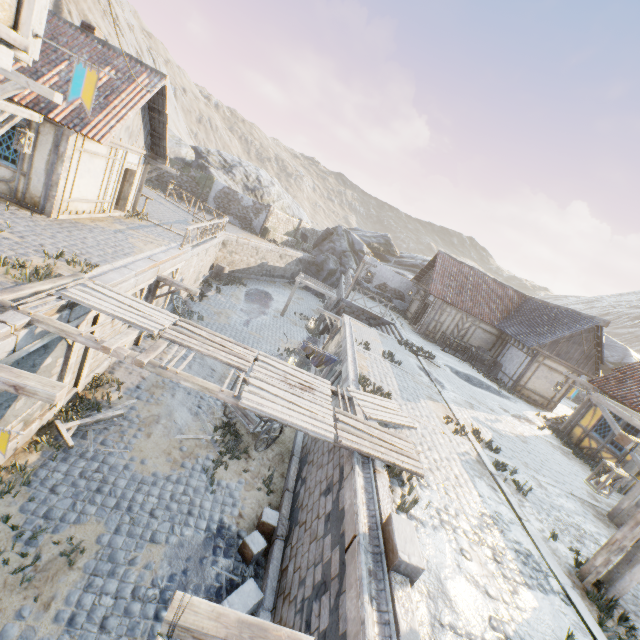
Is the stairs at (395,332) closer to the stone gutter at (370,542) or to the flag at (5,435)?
the stone gutter at (370,542)

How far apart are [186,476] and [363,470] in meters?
4.8 m

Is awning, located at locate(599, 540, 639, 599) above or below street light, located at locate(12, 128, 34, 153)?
below

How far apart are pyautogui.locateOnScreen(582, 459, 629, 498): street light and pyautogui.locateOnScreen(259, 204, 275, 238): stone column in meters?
29.8 m

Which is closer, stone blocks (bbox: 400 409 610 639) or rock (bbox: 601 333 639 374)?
stone blocks (bbox: 400 409 610 639)

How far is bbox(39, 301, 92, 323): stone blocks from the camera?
6.2m

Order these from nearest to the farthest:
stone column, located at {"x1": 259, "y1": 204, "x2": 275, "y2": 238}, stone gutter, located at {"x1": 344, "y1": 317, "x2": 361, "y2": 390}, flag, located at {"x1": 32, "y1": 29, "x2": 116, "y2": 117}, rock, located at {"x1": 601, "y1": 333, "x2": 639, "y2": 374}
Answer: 1. flag, located at {"x1": 32, "y1": 29, "x2": 116, "y2": 117}
2. stone gutter, located at {"x1": 344, "y1": 317, "x2": 361, "y2": 390}
3. rock, located at {"x1": 601, "y1": 333, "x2": 639, "y2": 374}
4. stone column, located at {"x1": 259, "y1": 204, "x2": 275, "y2": 238}

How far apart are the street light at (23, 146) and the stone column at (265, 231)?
22.8m
